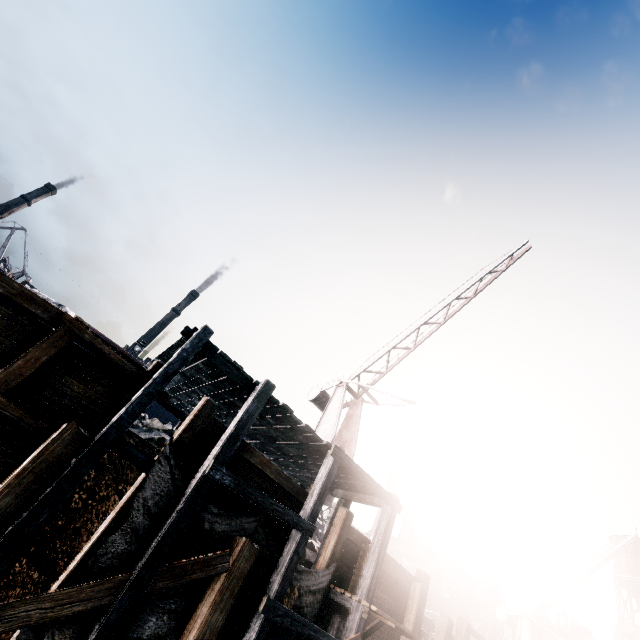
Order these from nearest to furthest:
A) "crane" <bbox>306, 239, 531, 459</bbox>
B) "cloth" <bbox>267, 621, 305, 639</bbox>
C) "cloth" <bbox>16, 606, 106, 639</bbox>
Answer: "cloth" <bbox>16, 606, 106, 639</bbox>, "cloth" <bbox>267, 621, 305, 639</bbox>, "crane" <bbox>306, 239, 531, 459</bbox>

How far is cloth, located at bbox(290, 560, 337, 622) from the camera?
8.41m

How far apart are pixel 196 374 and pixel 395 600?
10.46m

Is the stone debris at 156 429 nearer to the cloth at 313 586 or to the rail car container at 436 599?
the cloth at 313 586

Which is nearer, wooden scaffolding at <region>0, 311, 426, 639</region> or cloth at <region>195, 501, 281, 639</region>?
wooden scaffolding at <region>0, 311, 426, 639</region>

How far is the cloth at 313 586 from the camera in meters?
8.4 m

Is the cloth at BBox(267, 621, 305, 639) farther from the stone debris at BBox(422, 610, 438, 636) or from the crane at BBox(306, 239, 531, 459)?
the crane at BBox(306, 239, 531, 459)

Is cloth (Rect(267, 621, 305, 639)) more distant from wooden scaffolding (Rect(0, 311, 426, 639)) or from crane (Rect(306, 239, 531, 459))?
crane (Rect(306, 239, 531, 459))
